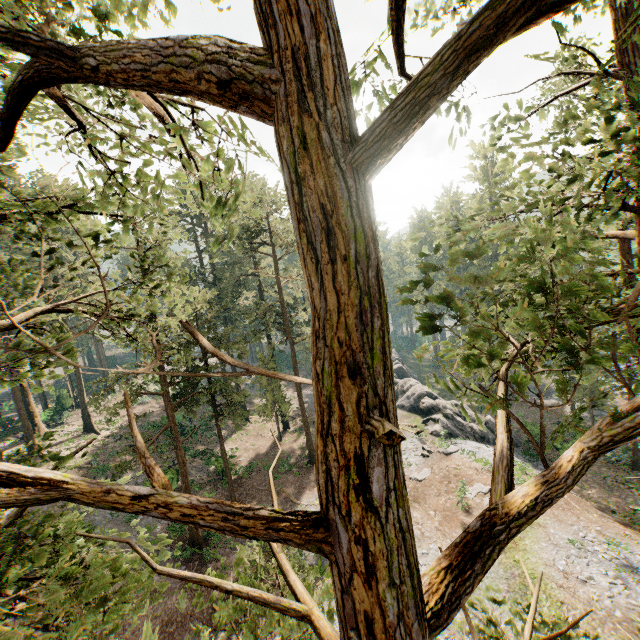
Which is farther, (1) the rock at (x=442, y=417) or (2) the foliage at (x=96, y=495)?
(1) the rock at (x=442, y=417)

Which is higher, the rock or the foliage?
the foliage

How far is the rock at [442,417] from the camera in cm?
3288

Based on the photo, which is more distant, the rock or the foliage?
the rock

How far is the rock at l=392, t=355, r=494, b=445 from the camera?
32.88m

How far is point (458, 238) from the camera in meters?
7.4
